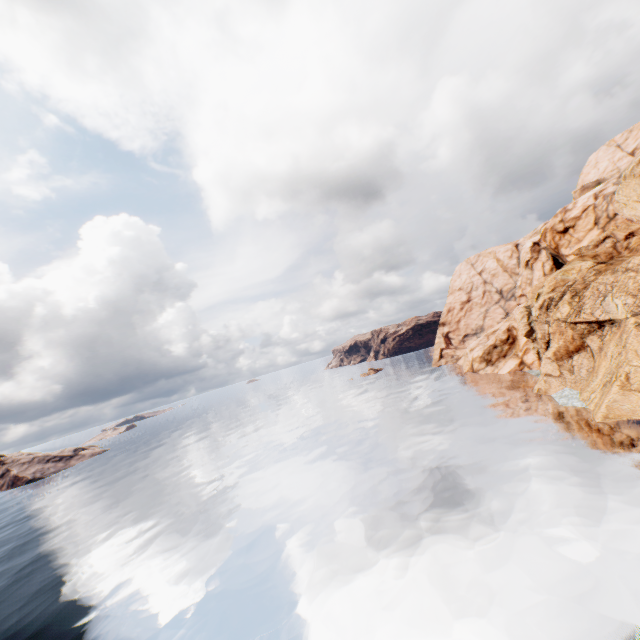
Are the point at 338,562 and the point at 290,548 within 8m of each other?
yes
